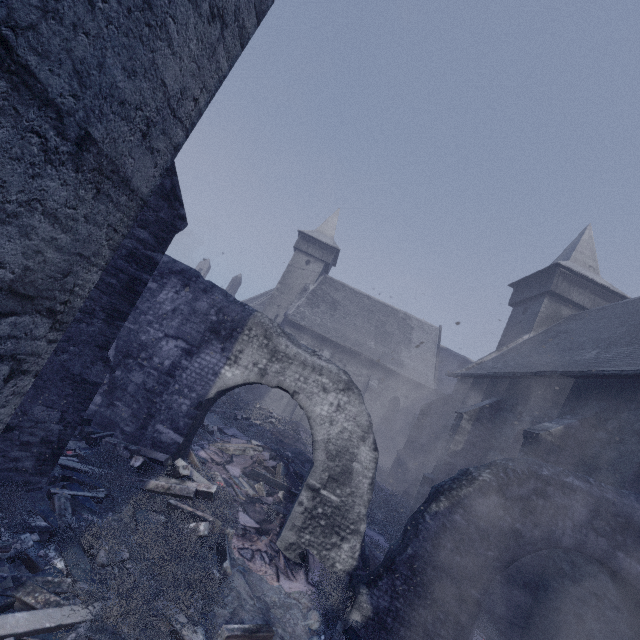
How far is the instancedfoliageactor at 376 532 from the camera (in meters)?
8.34

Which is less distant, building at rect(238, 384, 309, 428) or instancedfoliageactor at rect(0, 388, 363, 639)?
instancedfoliageactor at rect(0, 388, 363, 639)

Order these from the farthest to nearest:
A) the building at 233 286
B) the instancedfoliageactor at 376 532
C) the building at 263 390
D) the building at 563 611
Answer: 1. the building at 233 286
2. the building at 263 390
3. the instancedfoliageactor at 376 532
4. the building at 563 611

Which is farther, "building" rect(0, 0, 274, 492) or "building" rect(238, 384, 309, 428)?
"building" rect(238, 384, 309, 428)

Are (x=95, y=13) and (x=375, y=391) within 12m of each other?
no

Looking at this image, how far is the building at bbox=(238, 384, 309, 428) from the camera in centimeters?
2449cm
